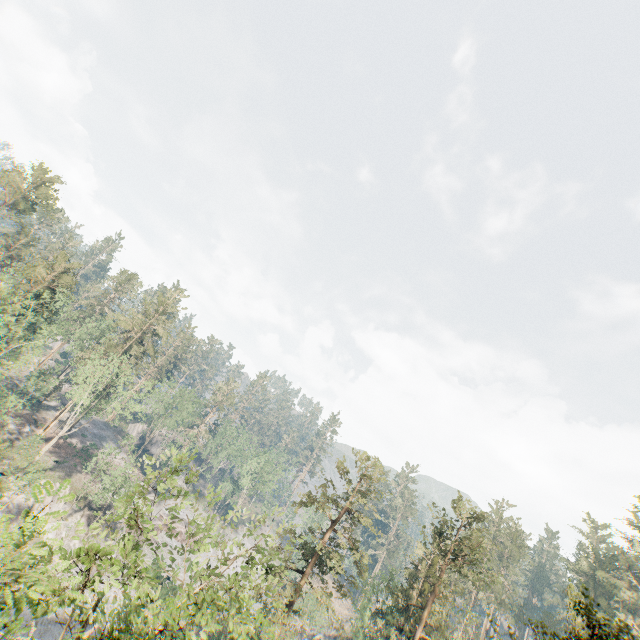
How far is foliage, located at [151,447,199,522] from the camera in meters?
17.4

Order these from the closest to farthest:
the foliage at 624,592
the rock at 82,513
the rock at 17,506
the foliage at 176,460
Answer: the foliage at 624,592
the foliage at 176,460
the rock at 17,506
the rock at 82,513

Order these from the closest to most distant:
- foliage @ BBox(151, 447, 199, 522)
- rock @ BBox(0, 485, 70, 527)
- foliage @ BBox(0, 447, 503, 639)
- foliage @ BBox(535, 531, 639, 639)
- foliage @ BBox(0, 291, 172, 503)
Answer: foliage @ BBox(0, 447, 503, 639), foliage @ BBox(535, 531, 639, 639), foliage @ BBox(151, 447, 199, 522), rock @ BBox(0, 485, 70, 527), foliage @ BBox(0, 291, 172, 503)

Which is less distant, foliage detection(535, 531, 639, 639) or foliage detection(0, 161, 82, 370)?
foliage detection(535, 531, 639, 639)

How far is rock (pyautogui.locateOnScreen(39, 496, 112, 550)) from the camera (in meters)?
39.53

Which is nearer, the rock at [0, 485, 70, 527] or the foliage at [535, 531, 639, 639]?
the foliage at [535, 531, 639, 639]

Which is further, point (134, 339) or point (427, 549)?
point (134, 339)

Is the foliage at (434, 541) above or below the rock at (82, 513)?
above
